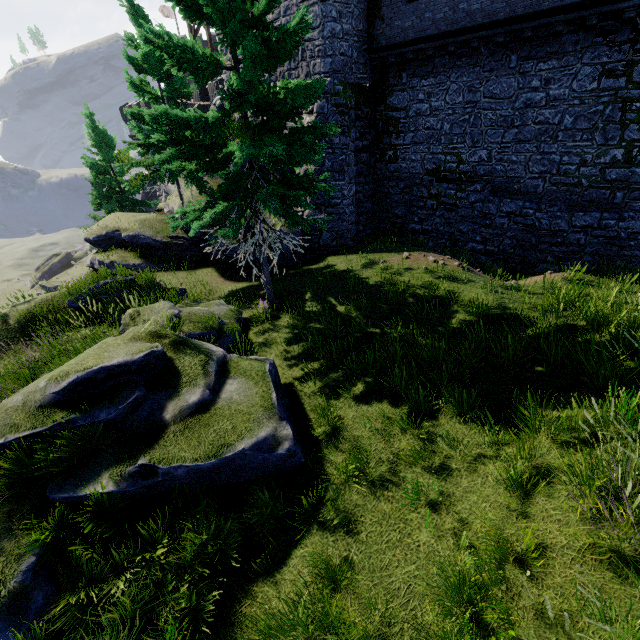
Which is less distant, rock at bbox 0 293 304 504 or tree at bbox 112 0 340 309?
rock at bbox 0 293 304 504

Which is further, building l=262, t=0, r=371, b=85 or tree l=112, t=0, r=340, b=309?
building l=262, t=0, r=371, b=85

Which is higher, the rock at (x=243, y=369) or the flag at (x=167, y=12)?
the flag at (x=167, y=12)

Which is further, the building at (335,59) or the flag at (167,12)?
the flag at (167,12)

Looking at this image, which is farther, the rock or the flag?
the flag

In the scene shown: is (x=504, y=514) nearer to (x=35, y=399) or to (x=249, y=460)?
(x=249, y=460)

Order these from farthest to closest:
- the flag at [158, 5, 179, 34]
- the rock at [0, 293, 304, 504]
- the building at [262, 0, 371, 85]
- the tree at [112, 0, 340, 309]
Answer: the flag at [158, 5, 179, 34]
the building at [262, 0, 371, 85]
the tree at [112, 0, 340, 309]
the rock at [0, 293, 304, 504]

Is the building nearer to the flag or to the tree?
the tree
